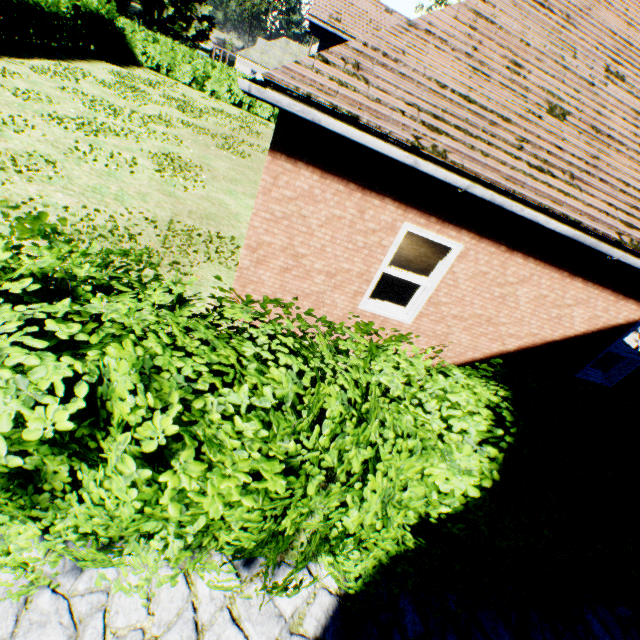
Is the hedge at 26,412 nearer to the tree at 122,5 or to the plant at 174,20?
the tree at 122,5

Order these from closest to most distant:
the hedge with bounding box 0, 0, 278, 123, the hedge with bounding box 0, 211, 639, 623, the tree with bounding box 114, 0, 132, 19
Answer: the hedge with bounding box 0, 211, 639, 623 < the hedge with bounding box 0, 0, 278, 123 < the tree with bounding box 114, 0, 132, 19

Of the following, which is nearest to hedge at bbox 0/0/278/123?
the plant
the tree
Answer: the tree

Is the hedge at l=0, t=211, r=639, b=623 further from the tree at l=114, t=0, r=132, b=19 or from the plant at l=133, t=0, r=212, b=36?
the plant at l=133, t=0, r=212, b=36

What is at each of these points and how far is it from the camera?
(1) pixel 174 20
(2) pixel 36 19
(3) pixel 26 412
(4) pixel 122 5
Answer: (1) plant, 59.28m
(2) hedge, 15.84m
(3) hedge, 1.21m
(4) tree, 53.53m

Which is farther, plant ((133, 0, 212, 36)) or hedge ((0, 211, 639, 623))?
plant ((133, 0, 212, 36))

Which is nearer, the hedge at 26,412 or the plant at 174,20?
the hedge at 26,412
